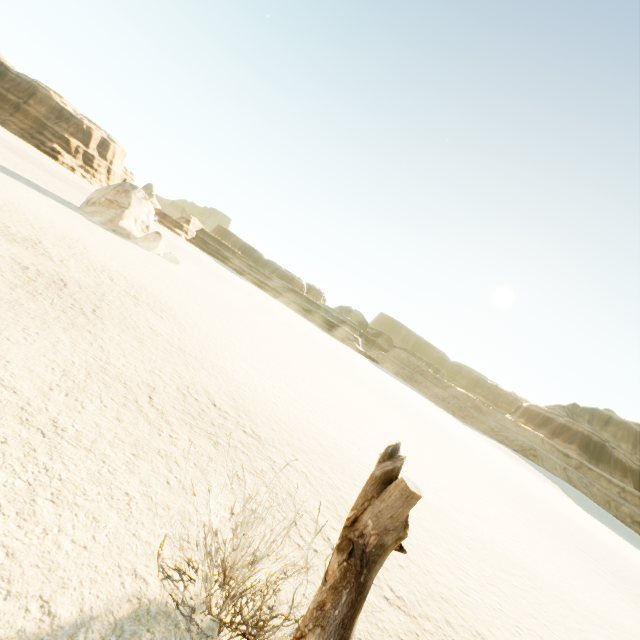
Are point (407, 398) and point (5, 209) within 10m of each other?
no

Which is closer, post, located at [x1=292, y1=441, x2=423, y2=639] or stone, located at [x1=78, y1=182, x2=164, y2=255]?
post, located at [x1=292, y1=441, x2=423, y2=639]

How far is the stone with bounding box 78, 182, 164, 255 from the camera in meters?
24.1

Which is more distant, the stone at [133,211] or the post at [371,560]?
the stone at [133,211]

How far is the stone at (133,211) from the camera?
24.1 meters
